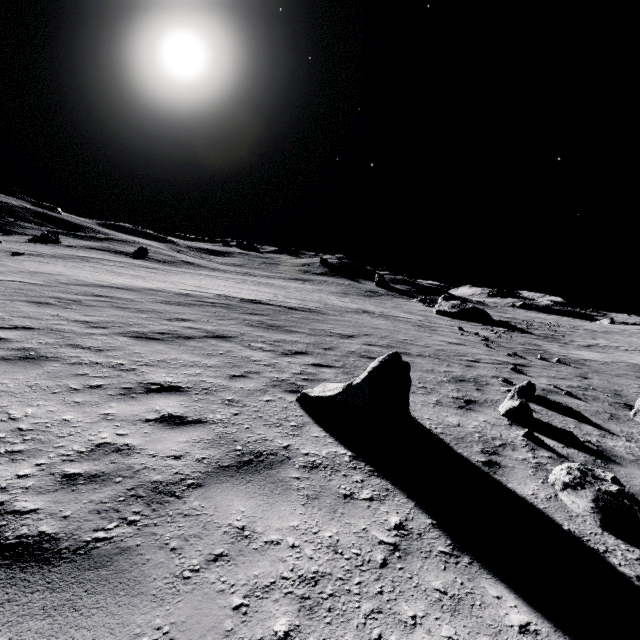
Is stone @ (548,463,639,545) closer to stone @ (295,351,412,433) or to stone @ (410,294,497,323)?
stone @ (295,351,412,433)

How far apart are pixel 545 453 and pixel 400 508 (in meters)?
3.26

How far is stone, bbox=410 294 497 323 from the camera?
35.34m

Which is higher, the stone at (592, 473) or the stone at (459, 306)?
the stone at (459, 306)

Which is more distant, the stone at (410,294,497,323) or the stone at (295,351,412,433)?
the stone at (410,294,497,323)

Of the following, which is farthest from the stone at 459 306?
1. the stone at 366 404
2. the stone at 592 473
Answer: the stone at 592 473

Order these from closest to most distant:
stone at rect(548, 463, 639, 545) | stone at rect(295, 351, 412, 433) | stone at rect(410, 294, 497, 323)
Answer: stone at rect(548, 463, 639, 545)
stone at rect(295, 351, 412, 433)
stone at rect(410, 294, 497, 323)
